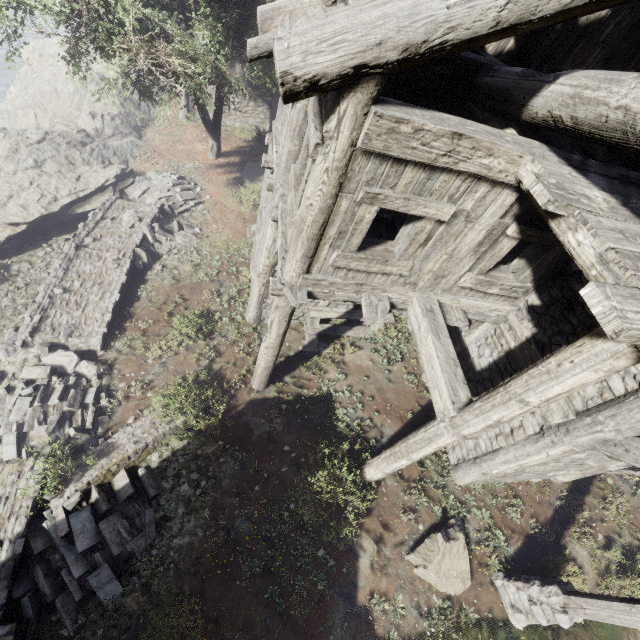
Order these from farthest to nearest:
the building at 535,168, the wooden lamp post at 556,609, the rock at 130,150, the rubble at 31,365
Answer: the rock at 130,150 → the rubble at 31,365 → the wooden lamp post at 556,609 → the building at 535,168

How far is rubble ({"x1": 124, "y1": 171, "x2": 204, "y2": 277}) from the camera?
11.6m

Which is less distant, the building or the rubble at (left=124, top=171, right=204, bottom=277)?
the building

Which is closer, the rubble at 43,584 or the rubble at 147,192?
the rubble at 43,584

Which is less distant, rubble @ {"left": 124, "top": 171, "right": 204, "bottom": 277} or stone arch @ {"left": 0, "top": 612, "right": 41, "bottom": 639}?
stone arch @ {"left": 0, "top": 612, "right": 41, "bottom": 639}

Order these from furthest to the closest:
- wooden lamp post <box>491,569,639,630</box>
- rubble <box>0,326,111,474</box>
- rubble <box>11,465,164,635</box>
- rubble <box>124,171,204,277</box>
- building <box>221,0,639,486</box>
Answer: rubble <box>124,171,204,277</box>
rubble <box>0,326,111,474</box>
rubble <box>11,465,164,635</box>
wooden lamp post <box>491,569,639,630</box>
building <box>221,0,639,486</box>

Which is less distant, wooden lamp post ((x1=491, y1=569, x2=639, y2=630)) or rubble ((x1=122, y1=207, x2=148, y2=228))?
wooden lamp post ((x1=491, y1=569, x2=639, y2=630))

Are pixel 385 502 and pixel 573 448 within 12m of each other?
yes
